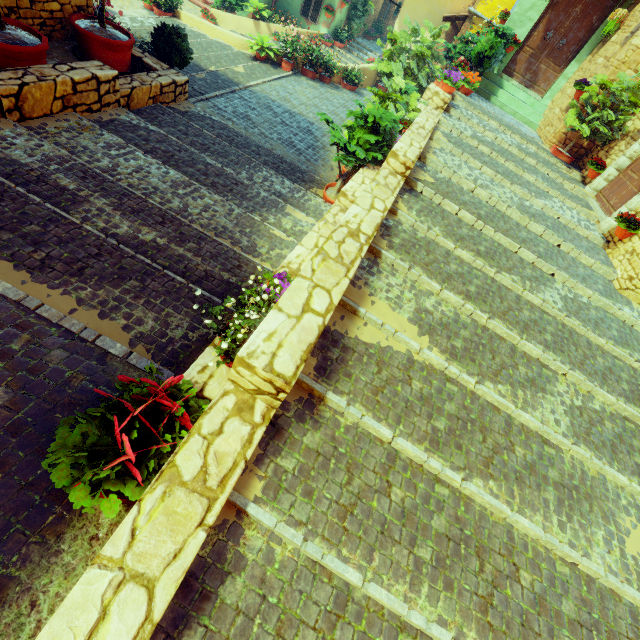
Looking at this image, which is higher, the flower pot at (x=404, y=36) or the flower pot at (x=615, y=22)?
the flower pot at (x=615, y=22)

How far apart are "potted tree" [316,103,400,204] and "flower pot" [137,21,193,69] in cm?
348

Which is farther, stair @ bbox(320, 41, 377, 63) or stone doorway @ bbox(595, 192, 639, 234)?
stair @ bbox(320, 41, 377, 63)

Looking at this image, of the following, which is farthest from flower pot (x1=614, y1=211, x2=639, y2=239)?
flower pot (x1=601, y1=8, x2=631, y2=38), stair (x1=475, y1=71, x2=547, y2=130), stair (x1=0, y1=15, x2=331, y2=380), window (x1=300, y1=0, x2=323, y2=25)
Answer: window (x1=300, y1=0, x2=323, y2=25)

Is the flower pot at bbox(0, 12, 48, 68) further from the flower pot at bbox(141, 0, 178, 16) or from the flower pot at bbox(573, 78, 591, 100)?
the flower pot at bbox(573, 78, 591, 100)

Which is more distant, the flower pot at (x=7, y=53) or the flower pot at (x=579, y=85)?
the flower pot at (x=579, y=85)

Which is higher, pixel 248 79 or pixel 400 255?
pixel 400 255

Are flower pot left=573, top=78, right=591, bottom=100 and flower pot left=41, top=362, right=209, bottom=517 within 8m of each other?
no
